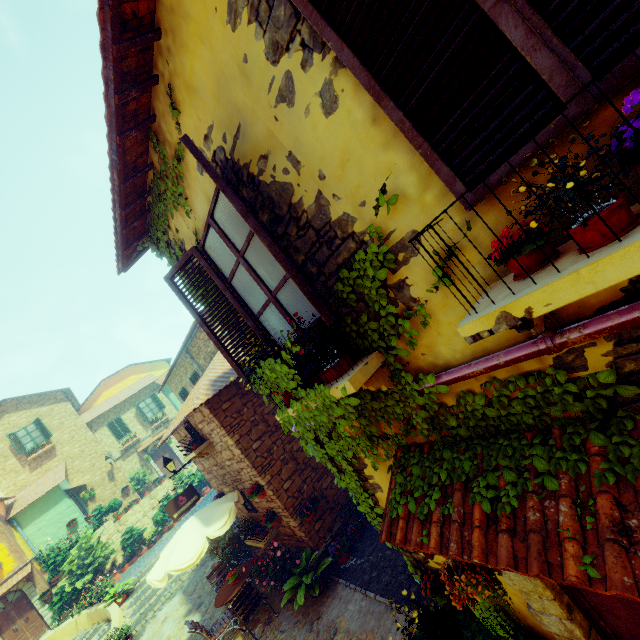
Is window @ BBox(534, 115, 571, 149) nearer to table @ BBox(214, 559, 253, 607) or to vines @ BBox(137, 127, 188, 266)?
vines @ BBox(137, 127, 188, 266)

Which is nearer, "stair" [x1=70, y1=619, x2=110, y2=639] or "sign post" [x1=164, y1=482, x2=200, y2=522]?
"sign post" [x1=164, y1=482, x2=200, y2=522]

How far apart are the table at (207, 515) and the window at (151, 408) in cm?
1969

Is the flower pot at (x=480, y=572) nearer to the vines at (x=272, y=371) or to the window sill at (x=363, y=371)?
the vines at (x=272, y=371)

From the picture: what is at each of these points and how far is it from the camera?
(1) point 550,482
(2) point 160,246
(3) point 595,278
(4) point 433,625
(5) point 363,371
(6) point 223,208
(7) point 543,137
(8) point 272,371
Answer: (1) vines, 1.78m
(2) vines, 4.32m
(3) window sill, 1.09m
(4) potted tree, 3.78m
(5) window sill, 2.41m
(6) window, 3.04m
(7) window, 1.28m
(8) vines, 3.05m

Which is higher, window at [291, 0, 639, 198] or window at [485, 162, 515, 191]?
window at [291, 0, 639, 198]

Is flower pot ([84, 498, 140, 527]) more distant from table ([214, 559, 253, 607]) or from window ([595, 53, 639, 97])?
table ([214, 559, 253, 607])

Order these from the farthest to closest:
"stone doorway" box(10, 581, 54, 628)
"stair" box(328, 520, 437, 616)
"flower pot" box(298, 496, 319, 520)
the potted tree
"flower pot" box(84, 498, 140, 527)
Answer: "flower pot" box(84, 498, 140, 527) < "stone doorway" box(10, 581, 54, 628) < "flower pot" box(298, 496, 319, 520) < "stair" box(328, 520, 437, 616) < the potted tree
